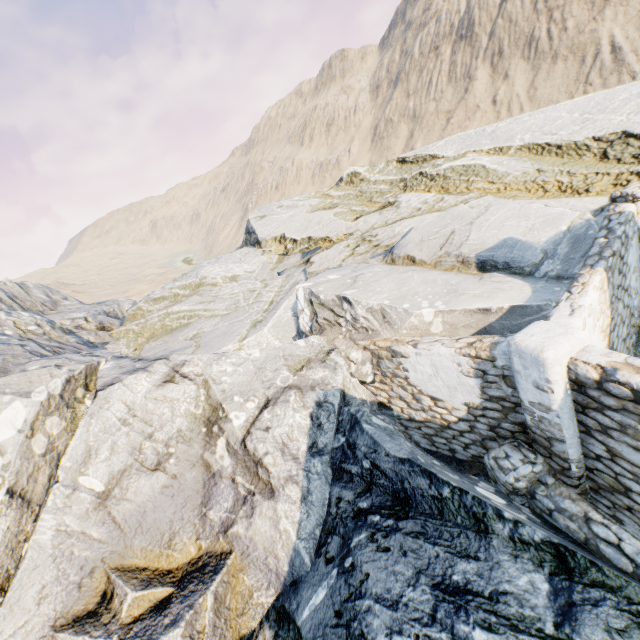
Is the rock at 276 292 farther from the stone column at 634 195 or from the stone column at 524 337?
the stone column at 634 195

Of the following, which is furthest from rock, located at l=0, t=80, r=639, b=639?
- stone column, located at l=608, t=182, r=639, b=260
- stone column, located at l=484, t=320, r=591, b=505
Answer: stone column, located at l=608, t=182, r=639, b=260

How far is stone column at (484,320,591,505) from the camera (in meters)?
4.14

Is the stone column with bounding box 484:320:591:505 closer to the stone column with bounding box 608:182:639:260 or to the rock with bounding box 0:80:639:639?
the rock with bounding box 0:80:639:639

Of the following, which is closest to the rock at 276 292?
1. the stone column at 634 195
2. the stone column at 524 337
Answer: the stone column at 524 337

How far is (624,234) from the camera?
6.5m
